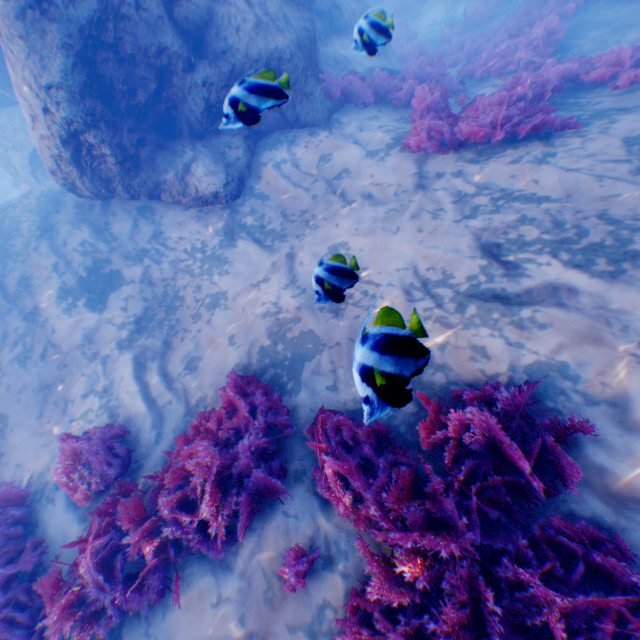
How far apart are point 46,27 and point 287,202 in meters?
4.9 m

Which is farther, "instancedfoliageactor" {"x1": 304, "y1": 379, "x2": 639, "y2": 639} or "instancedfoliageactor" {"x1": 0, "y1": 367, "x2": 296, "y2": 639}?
"instancedfoliageactor" {"x1": 0, "y1": 367, "x2": 296, "y2": 639}

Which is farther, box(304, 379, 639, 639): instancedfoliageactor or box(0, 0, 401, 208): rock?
box(0, 0, 401, 208): rock

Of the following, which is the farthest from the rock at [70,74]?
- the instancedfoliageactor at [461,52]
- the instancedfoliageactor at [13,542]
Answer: the instancedfoliageactor at [13,542]

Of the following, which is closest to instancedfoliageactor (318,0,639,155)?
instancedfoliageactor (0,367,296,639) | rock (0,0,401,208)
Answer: rock (0,0,401,208)

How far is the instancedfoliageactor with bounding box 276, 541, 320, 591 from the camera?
3.0m
